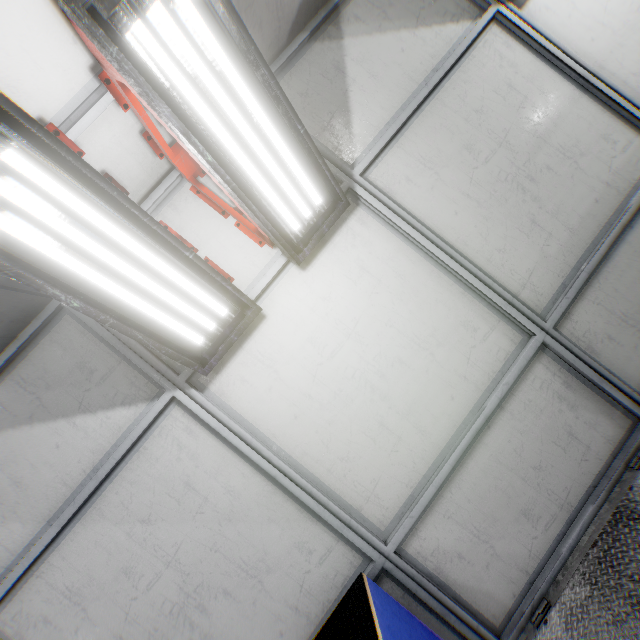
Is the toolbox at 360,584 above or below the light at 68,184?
below

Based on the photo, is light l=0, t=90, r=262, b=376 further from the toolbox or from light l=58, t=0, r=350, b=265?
the toolbox

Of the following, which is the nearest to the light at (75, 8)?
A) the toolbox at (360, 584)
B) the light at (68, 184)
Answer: the light at (68, 184)

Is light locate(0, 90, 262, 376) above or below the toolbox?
above

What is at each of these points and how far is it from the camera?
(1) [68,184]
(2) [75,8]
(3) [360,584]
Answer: (1) light, 1.5m
(2) light, 1.2m
(3) toolbox, 1.9m

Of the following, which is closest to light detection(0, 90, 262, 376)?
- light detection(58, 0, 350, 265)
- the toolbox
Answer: light detection(58, 0, 350, 265)
